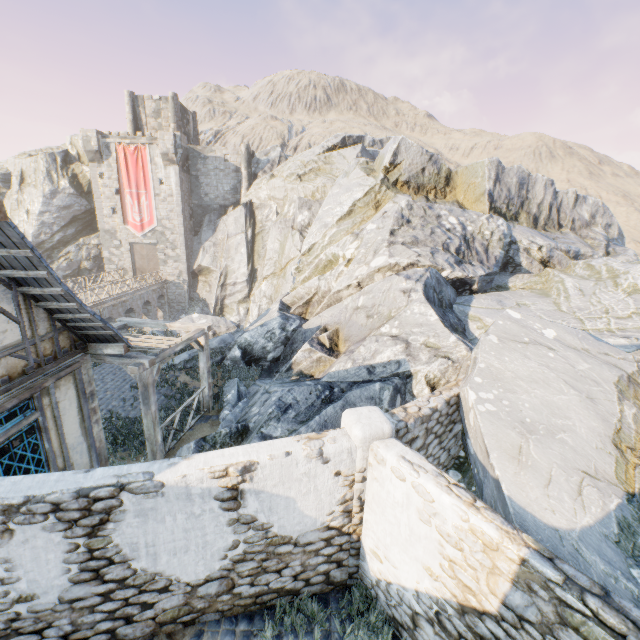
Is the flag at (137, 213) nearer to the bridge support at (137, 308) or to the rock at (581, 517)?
the rock at (581, 517)

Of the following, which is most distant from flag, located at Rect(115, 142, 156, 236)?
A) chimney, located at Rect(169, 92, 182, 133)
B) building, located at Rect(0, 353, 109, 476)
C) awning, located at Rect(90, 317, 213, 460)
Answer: awning, located at Rect(90, 317, 213, 460)

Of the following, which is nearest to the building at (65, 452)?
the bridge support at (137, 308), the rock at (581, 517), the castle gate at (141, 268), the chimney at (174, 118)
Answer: the rock at (581, 517)

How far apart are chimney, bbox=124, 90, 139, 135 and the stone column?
43.13m

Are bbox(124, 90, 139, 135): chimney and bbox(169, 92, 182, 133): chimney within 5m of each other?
yes

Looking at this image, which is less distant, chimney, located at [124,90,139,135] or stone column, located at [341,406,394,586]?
stone column, located at [341,406,394,586]

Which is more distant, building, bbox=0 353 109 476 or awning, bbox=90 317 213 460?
awning, bbox=90 317 213 460

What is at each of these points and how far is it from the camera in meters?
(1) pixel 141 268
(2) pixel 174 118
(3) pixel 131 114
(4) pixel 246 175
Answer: (1) castle gate, 35.6 m
(2) chimney, 35.6 m
(3) chimney, 35.4 m
(4) chimney, 35.1 m
